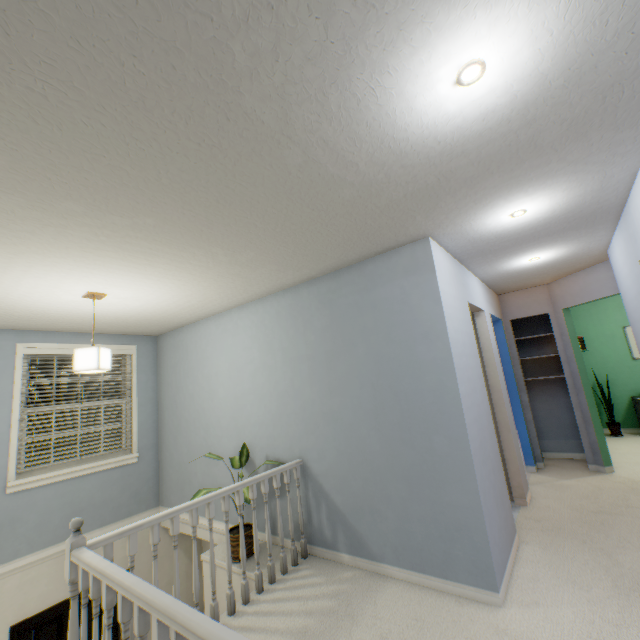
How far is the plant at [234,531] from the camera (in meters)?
2.90

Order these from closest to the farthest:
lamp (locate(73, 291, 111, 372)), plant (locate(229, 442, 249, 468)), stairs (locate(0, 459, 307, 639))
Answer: stairs (locate(0, 459, 307, 639))
lamp (locate(73, 291, 111, 372))
plant (locate(229, 442, 249, 468))

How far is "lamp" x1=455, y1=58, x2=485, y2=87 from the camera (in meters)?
1.09

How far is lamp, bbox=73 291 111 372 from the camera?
2.65m

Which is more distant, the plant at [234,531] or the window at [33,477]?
the window at [33,477]

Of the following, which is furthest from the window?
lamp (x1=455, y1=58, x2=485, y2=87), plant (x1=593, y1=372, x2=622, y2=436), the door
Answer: plant (x1=593, y1=372, x2=622, y2=436)

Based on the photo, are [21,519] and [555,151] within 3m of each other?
no

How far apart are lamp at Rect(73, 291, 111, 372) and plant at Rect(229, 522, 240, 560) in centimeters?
116cm
